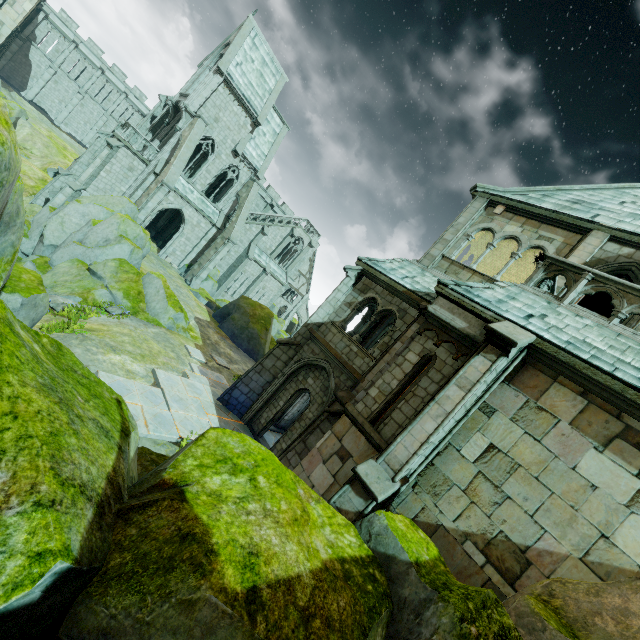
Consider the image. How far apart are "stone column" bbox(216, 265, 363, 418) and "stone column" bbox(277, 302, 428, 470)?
3.64m

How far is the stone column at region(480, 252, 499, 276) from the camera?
16.3m

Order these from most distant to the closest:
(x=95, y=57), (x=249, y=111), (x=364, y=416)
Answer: (x=95, y=57) → (x=249, y=111) → (x=364, y=416)

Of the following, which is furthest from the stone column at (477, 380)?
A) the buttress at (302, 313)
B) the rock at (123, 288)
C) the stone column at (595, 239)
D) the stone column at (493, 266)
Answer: the buttress at (302, 313)

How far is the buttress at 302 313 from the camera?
51.3m

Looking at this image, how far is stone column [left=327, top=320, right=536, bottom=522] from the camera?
6.8m

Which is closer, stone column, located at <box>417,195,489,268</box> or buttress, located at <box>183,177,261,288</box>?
stone column, located at <box>417,195,489,268</box>

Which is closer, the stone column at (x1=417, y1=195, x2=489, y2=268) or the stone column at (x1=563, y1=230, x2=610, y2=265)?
the stone column at (x1=563, y1=230, x2=610, y2=265)
